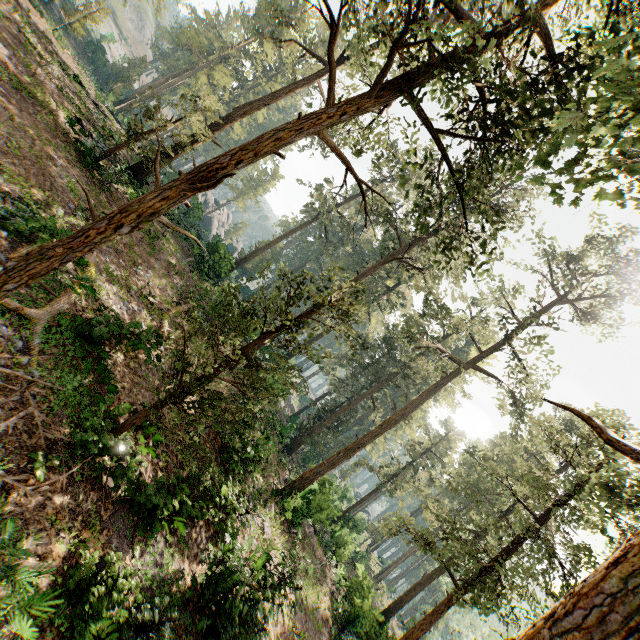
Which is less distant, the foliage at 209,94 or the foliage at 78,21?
the foliage at 209,94

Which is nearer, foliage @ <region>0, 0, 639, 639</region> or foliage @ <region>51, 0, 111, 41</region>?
foliage @ <region>0, 0, 639, 639</region>

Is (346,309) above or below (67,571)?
above
